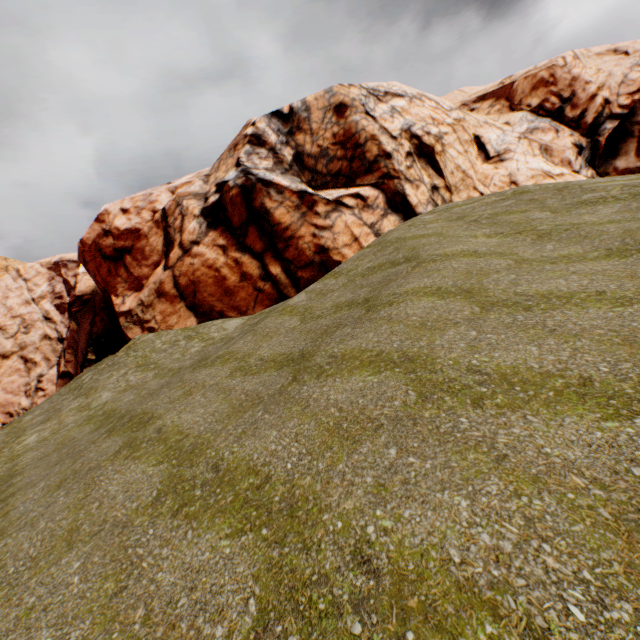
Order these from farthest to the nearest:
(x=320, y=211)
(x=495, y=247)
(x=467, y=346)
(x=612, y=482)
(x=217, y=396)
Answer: (x=320, y=211) < (x=495, y=247) < (x=217, y=396) < (x=467, y=346) < (x=612, y=482)
